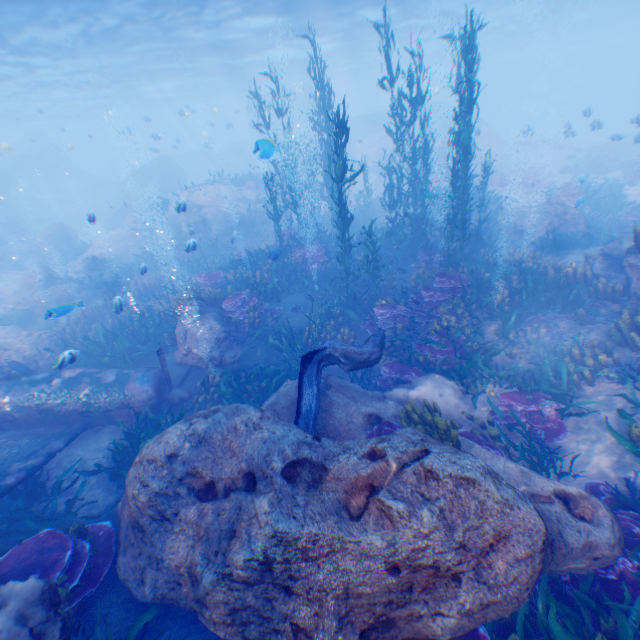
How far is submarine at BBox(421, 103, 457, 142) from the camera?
37.25m

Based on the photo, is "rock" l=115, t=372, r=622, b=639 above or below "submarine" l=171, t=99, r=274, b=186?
below

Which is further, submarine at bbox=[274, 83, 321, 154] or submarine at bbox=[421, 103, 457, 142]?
submarine at bbox=[274, 83, 321, 154]

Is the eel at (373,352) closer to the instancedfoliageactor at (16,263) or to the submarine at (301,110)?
the instancedfoliageactor at (16,263)

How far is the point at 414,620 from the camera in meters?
3.4 m

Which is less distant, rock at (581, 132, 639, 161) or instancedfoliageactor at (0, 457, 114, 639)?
instancedfoliageactor at (0, 457, 114, 639)

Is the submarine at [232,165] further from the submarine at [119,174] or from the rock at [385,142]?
the submarine at [119,174]

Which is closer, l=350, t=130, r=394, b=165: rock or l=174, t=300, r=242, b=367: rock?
l=174, t=300, r=242, b=367: rock
